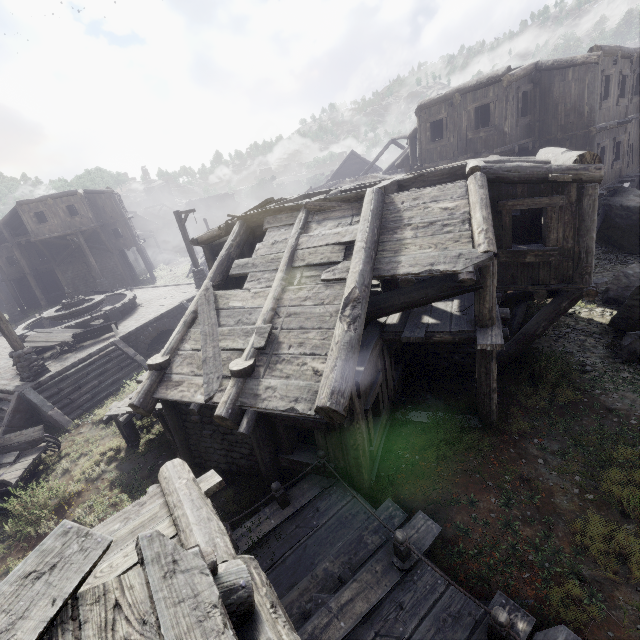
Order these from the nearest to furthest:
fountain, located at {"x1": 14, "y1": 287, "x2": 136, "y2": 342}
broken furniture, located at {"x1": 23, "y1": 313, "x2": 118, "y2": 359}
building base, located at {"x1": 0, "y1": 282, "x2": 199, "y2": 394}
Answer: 1. building base, located at {"x1": 0, "y1": 282, "x2": 199, "y2": 394}
2. broken furniture, located at {"x1": 23, "y1": 313, "x2": 118, "y2": 359}
3. fountain, located at {"x1": 14, "y1": 287, "x2": 136, "y2": 342}

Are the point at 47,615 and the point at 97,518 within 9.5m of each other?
yes

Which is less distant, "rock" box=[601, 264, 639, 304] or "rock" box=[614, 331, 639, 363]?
"rock" box=[614, 331, 639, 363]

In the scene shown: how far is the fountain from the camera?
16.5 meters

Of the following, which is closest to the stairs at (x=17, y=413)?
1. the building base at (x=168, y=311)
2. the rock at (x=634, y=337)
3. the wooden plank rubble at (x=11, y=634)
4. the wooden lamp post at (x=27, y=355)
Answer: the building base at (x=168, y=311)

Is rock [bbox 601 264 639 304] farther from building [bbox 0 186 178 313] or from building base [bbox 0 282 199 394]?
building base [bbox 0 282 199 394]

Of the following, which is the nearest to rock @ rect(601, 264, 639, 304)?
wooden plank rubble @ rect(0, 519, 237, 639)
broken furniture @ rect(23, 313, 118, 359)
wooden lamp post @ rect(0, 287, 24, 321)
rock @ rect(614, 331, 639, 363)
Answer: rock @ rect(614, 331, 639, 363)

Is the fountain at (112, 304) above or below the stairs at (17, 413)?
above
